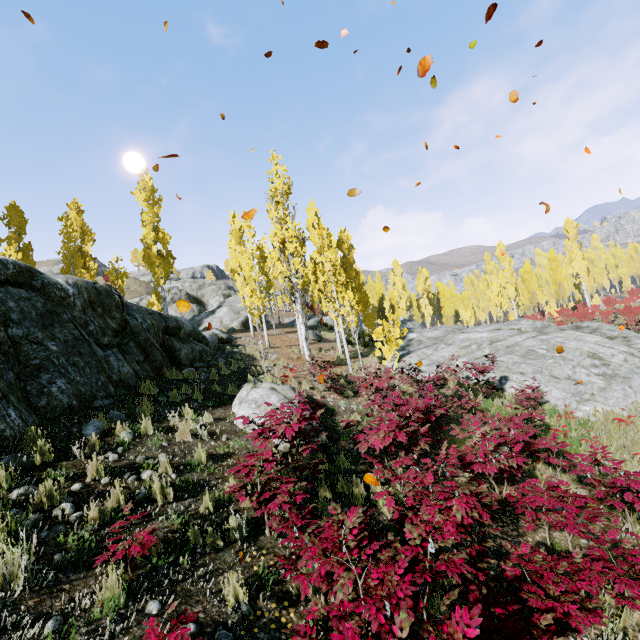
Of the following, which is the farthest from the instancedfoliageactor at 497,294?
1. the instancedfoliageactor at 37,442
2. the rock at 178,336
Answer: the instancedfoliageactor at 37,442

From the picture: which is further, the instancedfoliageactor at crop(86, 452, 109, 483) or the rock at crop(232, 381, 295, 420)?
the rock at crop(232, 381, 295, 420)

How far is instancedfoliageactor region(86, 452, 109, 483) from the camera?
4.8m

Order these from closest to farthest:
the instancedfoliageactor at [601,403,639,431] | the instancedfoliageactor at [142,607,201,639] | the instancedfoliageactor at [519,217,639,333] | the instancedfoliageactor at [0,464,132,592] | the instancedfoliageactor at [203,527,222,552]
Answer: the instancedfoliageactor at [142,607,201,639] < the instancedfoliageactor at [0,464,132,592] < the instancedfoliageactor at [203,527,222,552] < the instancedfoliageactor at [601,403,639,431] < the instancedfoliageactor at [519,217,639,333]

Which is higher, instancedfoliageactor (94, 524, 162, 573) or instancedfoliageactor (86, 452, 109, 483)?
instancedfoliageactor (86, 452, 109, 483)

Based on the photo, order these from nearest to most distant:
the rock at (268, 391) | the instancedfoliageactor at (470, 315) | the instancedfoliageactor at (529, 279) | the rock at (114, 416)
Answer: the rock at (114, 416) → the rock at (268, 391) → the instancedfoliageactor at (529, 279) → the instancedfoliageactor at (470, 315)

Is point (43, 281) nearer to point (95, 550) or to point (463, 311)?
point (95, 550)
